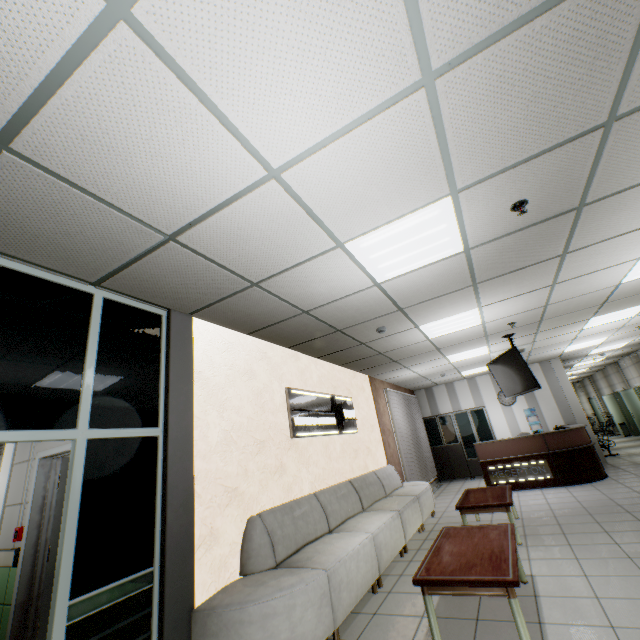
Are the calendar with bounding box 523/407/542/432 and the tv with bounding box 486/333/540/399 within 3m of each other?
no

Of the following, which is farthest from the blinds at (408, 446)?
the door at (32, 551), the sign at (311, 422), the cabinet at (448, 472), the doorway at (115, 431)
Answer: the doorway at (115, 431)

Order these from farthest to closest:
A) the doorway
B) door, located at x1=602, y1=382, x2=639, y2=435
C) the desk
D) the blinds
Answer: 1. door, located at x1=602, y1=382, x2=639, y2=435
2. the blinds
3. the desk
4. the doorway

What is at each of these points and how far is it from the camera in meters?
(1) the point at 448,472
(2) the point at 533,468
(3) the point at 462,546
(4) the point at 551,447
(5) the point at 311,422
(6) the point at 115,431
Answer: (1) cabinet, 11.1 m
(2) sign, 7.8 m
(3) table, 3.2 m
(4) desk, 7.7 m
(5) sign, 5.2 m
(6) doorway, 2.7 m

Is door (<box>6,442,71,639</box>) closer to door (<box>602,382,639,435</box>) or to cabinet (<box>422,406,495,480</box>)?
cabinet (<box>422,406,495,480</box>)

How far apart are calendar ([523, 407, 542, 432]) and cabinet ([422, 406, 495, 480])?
1.1m

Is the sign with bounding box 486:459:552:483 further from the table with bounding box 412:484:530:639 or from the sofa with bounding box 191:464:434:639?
the table with bounding box 412:484:530:639

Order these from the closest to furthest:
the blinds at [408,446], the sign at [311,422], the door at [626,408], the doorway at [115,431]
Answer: the doorway at [115,431] → the sign at [311,422] → the blinds at [408,446] → the door at [626,408]
